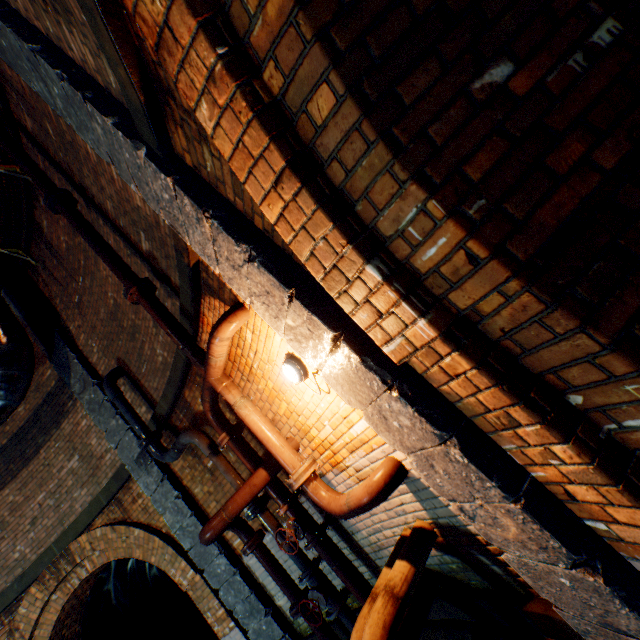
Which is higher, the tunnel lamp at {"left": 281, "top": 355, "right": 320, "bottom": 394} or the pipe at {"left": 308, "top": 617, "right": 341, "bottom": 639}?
the tunnel lamp at {"left": 281, "top": 355, "right": 320, "bottom": 394}

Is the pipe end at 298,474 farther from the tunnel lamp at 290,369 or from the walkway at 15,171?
the walkway at 15,171

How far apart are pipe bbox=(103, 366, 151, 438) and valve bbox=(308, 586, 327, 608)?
3.4 meters

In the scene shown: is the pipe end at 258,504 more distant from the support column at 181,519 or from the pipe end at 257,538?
the support column at 181,519

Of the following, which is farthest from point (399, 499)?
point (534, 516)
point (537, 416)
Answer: point (537, 416)

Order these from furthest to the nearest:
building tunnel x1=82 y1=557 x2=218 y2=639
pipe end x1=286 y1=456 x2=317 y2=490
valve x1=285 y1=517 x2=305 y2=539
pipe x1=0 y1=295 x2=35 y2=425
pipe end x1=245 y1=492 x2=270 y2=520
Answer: building tunnel x1=82 y1=557 x2=218 y2=639 < pipe x1=0 y1=295 x2=35 y2=425 < pipe end x1=245 y1=492 x2=270 y2=520 < valve x1=285 y1=517 x2=305 y2=539 < pipe end x1=286 y1=456 x2=317 y2=490

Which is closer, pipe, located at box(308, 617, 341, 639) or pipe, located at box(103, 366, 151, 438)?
pipe, located at box(308, 617, 341, 639)

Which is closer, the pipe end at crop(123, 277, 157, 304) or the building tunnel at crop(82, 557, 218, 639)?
the pipe end at crop(123, 277, 157, 304)
